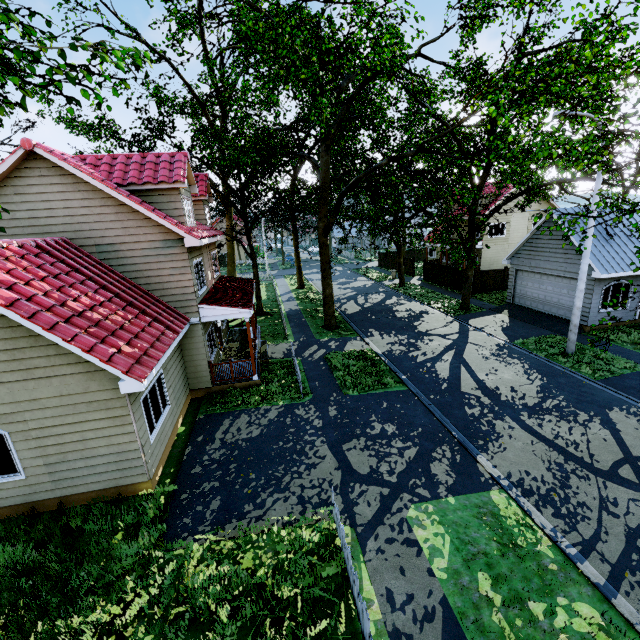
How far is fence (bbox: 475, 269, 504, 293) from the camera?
26.7m

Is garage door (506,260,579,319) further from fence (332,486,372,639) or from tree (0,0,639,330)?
fence (332,486,372,639)

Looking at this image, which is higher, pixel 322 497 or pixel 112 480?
pixel 112 480

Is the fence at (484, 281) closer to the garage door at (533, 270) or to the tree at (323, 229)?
the tree at (323, 229)

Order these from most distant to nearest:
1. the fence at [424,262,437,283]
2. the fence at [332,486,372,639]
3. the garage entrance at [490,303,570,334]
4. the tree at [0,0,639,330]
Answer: the fence at [424,262,437,283] < the garage entrance at [490,303,570,334] < the tree at [0,0,639,330] < the fence at [332,486,372,639]

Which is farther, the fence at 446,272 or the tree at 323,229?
the fence at 446,272

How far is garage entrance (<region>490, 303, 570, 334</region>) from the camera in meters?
18.0 m
